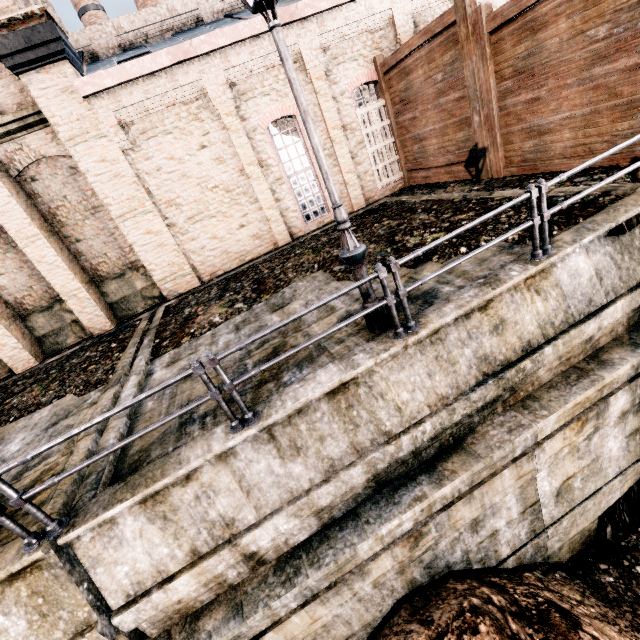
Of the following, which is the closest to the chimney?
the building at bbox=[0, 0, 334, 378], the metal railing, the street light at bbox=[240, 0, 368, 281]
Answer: the building at bbox=[0, 0, 334, 378]

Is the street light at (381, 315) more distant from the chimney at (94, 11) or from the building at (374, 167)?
the chimney at (94, 11)

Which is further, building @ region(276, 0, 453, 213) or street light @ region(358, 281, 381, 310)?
building @ region(276, 0, 453, 213)

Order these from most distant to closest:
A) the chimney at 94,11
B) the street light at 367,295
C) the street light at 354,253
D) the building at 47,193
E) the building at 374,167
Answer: the chimney at 94,11, the building at 374,167, the building at 47,193, the street light at 367,295, the street light at 354,253

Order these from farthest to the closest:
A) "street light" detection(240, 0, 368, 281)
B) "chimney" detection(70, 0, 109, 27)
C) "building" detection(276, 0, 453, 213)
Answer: "chimney" detection(70, 0, 109, 27) → "building" detection(276, 0, 453, 213) → "street light" detection(240, 0, 368, 281)

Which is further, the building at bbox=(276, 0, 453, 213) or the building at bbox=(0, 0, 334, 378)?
the building at bbox=(276, 0, 453, 213)

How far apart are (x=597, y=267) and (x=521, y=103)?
6.8 meters

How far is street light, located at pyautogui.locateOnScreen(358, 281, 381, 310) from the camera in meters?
5.5 m
